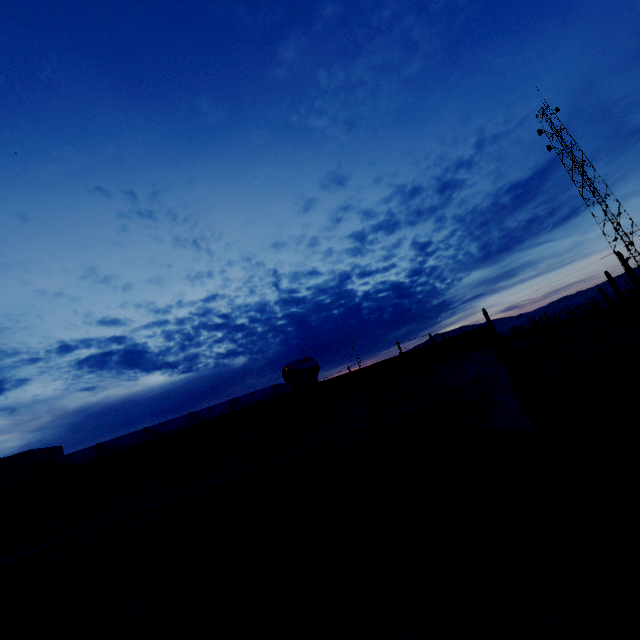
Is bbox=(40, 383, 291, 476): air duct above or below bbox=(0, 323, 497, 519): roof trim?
above

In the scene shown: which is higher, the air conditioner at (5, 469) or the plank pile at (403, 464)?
the air conditioner at (5, 469)

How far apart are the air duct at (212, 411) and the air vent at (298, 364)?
2.37m

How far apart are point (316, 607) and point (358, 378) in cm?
276

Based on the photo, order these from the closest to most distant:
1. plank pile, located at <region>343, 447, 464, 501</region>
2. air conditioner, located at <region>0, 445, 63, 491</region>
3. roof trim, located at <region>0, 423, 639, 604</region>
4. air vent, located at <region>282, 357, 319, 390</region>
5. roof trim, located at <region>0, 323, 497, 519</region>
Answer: roof trim, located at <region>0, 423, 639, 604</region>, plank pile, located at <region>343, 447, 464, 501</region>, roof trim, located at <region>0, 323, 497, 519</region>, air vent, located at <region>282, 357, 319, 390</region>, air conditioner, located at <region>0, 445, 63, 491</region>

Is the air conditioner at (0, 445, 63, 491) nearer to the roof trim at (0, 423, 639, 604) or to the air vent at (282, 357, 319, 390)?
the roof trim at (0, 423, 639, 604)

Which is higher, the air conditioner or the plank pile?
the air conditioner

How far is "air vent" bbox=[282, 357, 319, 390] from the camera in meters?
4.9
